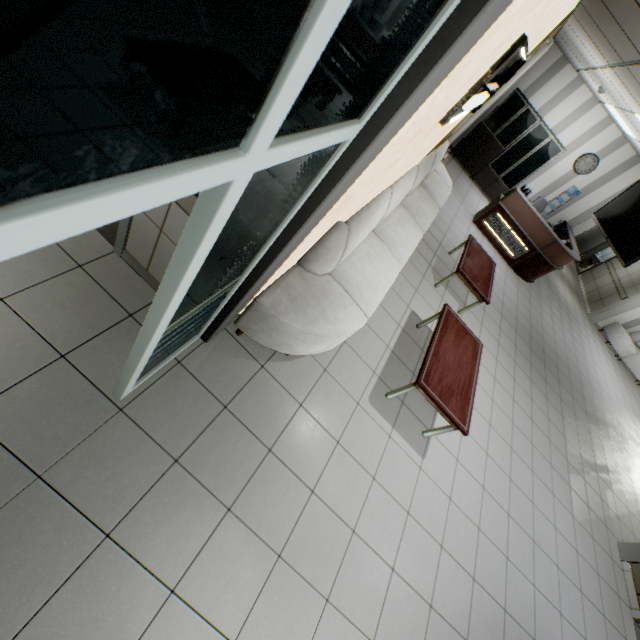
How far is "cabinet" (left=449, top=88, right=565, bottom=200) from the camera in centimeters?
895cm

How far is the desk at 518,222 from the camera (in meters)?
7.76

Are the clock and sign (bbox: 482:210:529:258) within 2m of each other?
no

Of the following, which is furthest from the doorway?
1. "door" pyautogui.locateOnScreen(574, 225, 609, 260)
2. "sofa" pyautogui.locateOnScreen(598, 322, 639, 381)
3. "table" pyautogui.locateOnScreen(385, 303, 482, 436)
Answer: "door" pyautogui.locateOnScreen(574, 225, 609, 260)

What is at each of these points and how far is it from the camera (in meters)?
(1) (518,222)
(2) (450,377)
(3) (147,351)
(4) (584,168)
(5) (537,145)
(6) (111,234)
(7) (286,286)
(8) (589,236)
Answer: (1) desk, 7.95
(2) table, 3.58
(3) doorway, 1.54
(4) clock, 9.34
(5) cabinet, 9.17
(6) door, 2.61
(7) sofa, 2.61
(8) door, 15.04

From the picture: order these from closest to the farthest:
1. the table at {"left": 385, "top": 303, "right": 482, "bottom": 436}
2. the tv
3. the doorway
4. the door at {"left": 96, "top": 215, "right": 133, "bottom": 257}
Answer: the doorway, the door at {"left": 96, "top": 215, "right": 133, "bottom": 257}, the table at {"left": 385, "top": 303, "right": 482, "bottom": 436}, the tv

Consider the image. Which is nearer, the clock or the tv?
the tv

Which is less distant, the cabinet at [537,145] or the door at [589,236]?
the cabinet at [537,145]
